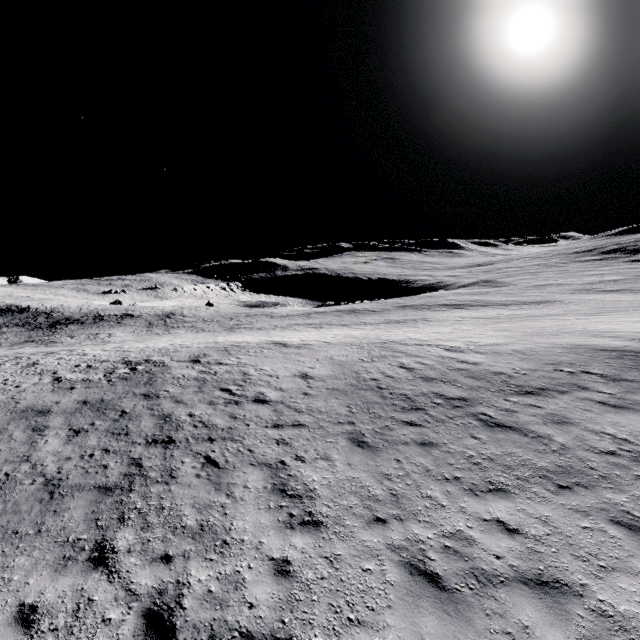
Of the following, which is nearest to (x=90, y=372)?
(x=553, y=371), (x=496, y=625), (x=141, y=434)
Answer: (x=141, y=434)
